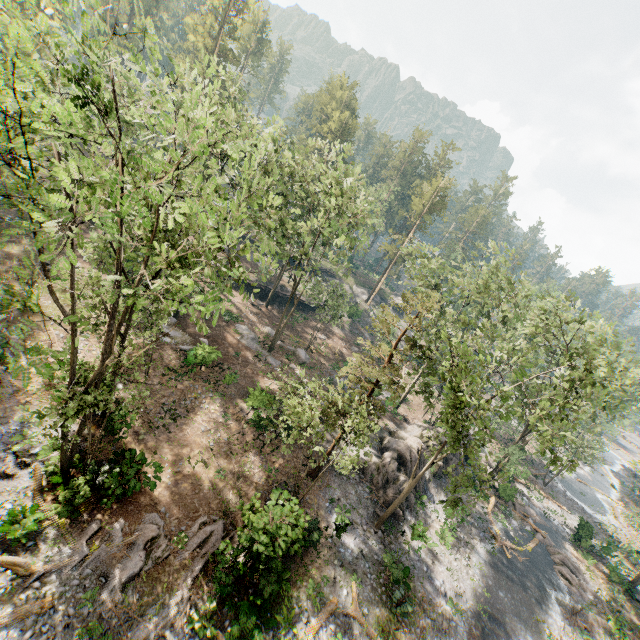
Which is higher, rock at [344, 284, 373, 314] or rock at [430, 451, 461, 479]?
rock at [344, 284, 373, 314]

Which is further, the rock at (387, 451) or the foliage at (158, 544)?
the rock at (387, 451)

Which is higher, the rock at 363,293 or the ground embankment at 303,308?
the rock at 363,293

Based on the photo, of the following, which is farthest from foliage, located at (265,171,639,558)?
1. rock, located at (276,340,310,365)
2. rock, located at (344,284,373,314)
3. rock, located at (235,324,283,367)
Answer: rock, located at (276,340,310,365)

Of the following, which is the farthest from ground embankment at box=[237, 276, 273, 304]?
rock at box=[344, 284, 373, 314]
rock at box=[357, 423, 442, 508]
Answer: rock at box=[357, 423, 442, 508]

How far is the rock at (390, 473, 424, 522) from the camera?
23.9 meters

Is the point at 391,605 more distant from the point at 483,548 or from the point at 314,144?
the point at 314,144

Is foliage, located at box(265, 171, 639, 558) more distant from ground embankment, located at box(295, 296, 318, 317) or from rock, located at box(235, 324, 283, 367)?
rock, located at box(235, 324, 283, 367)
